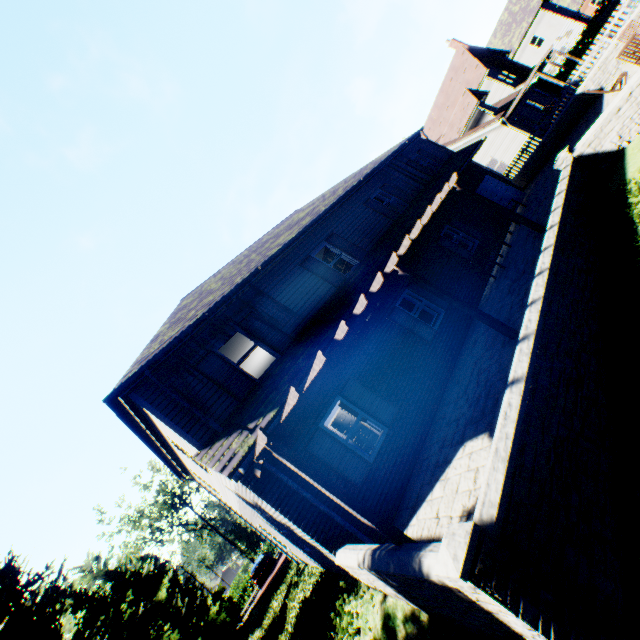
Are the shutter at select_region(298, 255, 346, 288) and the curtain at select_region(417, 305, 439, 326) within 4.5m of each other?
yes

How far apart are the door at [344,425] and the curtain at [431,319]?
5.98m

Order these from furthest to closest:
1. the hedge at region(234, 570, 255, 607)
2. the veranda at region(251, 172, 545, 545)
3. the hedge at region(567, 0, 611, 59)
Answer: the hedge at region(234, 570, 255, 607) < the hedge at region(567, 0, 611, 59) < the veranda at region(251, 172, 545, 545)

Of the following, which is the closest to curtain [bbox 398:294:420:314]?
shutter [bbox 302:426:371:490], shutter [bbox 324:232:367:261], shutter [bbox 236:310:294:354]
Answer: shutter [bbox 324:232:367:261]

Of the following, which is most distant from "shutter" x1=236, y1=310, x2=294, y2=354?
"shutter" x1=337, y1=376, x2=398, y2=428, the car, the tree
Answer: the car

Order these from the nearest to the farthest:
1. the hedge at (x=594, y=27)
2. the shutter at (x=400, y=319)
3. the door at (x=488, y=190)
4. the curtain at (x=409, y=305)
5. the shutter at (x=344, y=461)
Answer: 1. the shutter at (x=344, y=461)
2. the shutter at (x=400, y=319)
3. the curtain at (x=409, y=305)
4. the door at (x=488, y=190)
5. the hedge at (x=594, y=27)

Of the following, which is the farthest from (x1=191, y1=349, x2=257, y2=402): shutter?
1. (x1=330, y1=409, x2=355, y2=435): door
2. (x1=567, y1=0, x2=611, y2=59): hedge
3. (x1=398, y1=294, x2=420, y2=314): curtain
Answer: (x1=567, y1=0, x2=611, y2=59): hedge

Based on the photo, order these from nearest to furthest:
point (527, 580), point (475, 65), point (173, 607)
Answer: point (527, 580)
point (173, 607)
point (475, 65)
